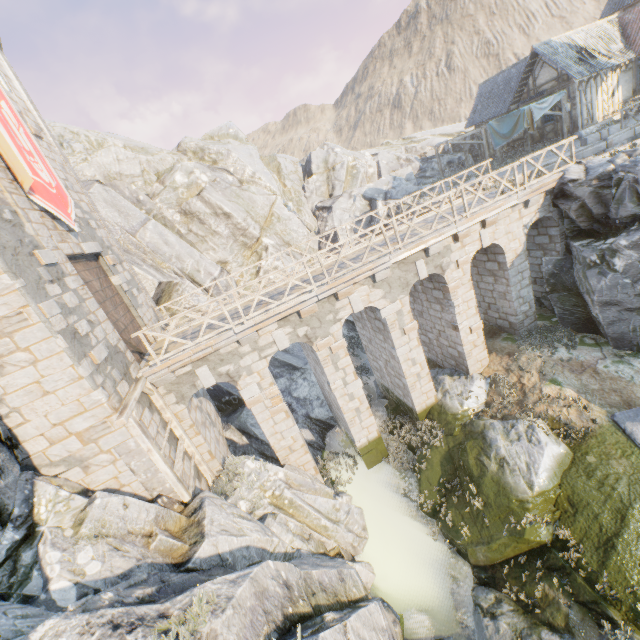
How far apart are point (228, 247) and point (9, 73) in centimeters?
1410cm

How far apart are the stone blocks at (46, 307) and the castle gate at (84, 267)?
2.21m

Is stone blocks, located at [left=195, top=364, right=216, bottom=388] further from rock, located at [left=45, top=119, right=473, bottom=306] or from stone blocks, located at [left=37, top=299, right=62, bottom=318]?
stone blocks, located at [left=37, top=299, right=62, bottom=318]

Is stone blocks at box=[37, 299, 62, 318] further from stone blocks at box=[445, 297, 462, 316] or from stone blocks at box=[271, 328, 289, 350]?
stone blocks at box=[445, 297, 462, 316]

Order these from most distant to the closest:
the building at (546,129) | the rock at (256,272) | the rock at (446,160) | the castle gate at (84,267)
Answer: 1. the rock at (446,160)
2. the rock at (256,272)
3. the building at (546,129)
4. the castle gate at (84,267)

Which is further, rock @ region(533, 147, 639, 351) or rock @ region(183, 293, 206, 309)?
rock @ region(183, 293, 206, 309)

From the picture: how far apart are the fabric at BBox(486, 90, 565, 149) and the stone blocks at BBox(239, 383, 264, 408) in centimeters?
2283cm

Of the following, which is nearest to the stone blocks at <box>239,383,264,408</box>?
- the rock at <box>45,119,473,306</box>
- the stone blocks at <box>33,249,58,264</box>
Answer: the rock at <box>45,119,473,306</box>
